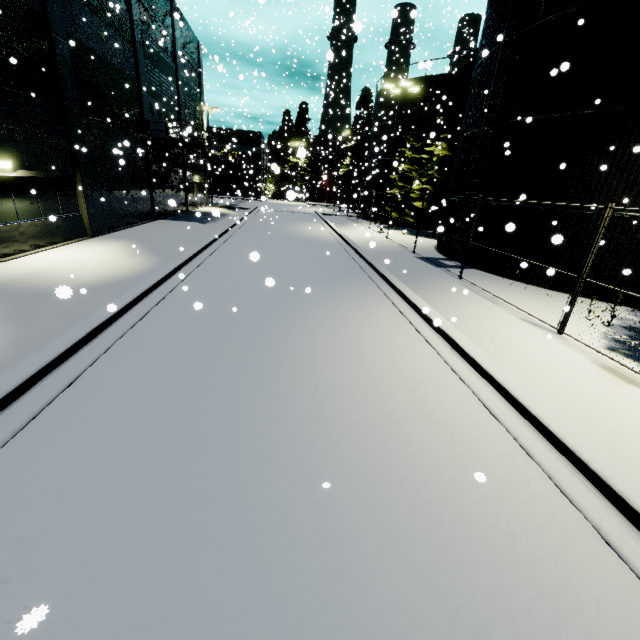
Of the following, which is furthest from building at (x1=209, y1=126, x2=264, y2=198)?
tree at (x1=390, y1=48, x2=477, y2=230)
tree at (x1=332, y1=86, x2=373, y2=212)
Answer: tree at (x1=390, y1=48, x2=477, y2=230)

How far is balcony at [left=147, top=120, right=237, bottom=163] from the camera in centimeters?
2057cm

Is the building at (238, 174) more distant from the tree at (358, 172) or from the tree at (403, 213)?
the tree at (403, 213)

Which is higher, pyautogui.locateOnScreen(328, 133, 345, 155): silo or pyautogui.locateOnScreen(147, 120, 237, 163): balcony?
pyautogui.locateOnScreen(328, 133, 345, 155): silo

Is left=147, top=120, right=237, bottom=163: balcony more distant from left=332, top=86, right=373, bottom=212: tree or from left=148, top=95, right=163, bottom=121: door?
left=332, top=86, right=373, bottom=212: tree

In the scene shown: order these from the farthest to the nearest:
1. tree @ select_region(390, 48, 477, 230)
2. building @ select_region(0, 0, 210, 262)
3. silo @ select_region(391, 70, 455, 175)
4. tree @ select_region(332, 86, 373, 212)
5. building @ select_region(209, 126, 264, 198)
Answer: building @ select_region(209, 126, 264, 198)
tree @ select_region(332, 86, 373, 212)
silo @ select_region(391, 70, 455, 175)
tree @ select_region(390, 48, 477, 230)
building @ select_region(0, 0, 210, 262)

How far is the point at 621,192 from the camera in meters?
10.4

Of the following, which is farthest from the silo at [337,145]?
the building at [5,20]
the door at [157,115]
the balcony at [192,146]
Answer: the door at [157,115]
